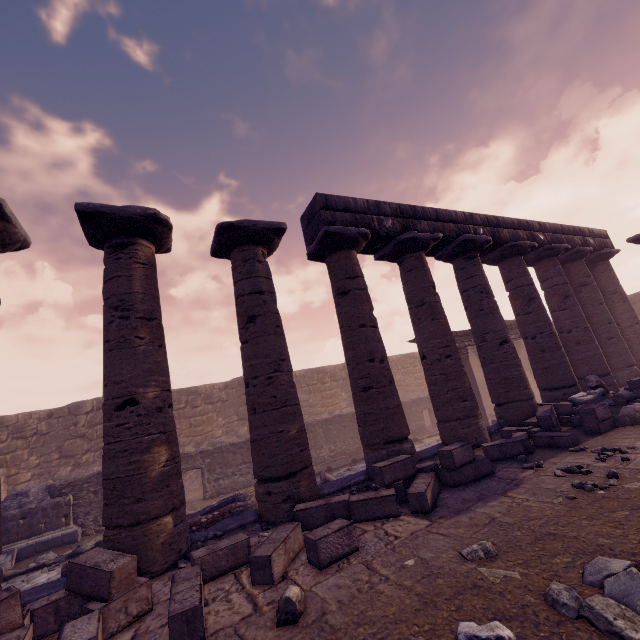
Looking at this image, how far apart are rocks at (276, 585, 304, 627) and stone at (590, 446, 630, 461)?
4.9m

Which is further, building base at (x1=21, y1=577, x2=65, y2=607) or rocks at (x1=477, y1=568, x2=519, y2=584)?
building base at (x1=21, y1=577, x2=65, y2=607)

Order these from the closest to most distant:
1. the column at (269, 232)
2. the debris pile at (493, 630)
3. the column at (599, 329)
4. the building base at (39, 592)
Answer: the debris pile at (493, 630) < the building base at (39, 592) < the column at (269, 232) < the column at (599, 329)

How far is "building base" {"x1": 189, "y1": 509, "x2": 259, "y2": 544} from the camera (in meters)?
5.26

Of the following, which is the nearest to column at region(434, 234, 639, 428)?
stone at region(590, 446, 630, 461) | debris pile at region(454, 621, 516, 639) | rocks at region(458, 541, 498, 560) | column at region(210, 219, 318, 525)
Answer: stone at region(590, 446, 630, 461)

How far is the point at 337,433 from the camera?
15.6 meters

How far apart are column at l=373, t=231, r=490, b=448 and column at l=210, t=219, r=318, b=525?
3.10m

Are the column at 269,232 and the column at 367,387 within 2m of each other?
yes
